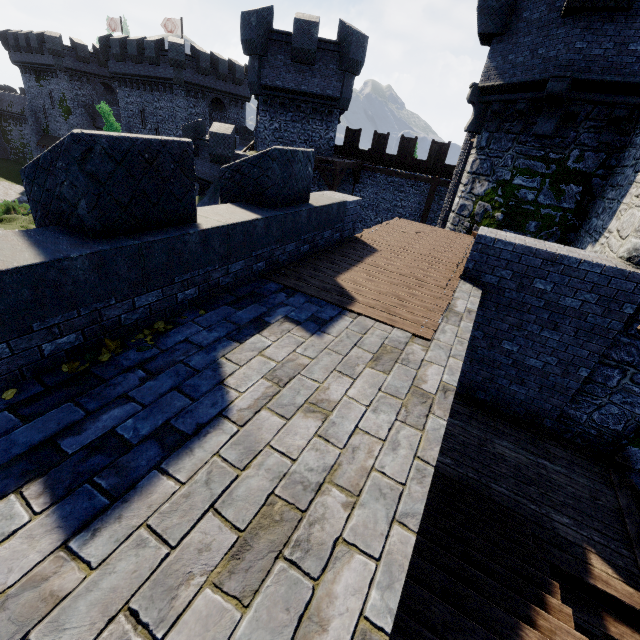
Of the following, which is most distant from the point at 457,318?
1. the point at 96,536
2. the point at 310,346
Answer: the point at 96,536

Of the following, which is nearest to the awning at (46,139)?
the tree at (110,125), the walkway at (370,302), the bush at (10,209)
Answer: the bush at (10,209)

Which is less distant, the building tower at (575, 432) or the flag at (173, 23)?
the building tower at (575, 432)

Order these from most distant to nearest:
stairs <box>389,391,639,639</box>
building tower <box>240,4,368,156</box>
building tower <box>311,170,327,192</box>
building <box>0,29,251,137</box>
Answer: building <box>0,29,251,137</box>, building tower <box>311,170,327,192</box>, building tower <box>240,4,368,156</box>, stairs <box>389,391,639,639</box>

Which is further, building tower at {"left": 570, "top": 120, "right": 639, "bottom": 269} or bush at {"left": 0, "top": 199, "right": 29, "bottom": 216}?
bush at {"left": 0, "top": 199, "right": 29, "bottom": 216}

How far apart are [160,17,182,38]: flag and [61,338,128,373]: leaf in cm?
5071

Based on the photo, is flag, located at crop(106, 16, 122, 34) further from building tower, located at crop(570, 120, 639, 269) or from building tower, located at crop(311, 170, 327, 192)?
building tower, located at crop(570, 120, 639, 269)

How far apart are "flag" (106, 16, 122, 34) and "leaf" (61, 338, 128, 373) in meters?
59.4
